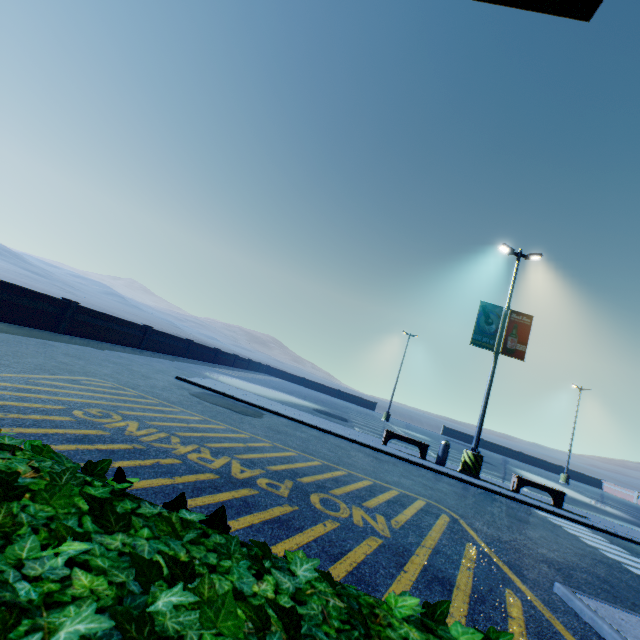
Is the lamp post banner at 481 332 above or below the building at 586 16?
above

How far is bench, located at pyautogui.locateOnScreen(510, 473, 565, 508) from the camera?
12.2m

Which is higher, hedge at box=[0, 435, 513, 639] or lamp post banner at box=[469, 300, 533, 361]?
lamp post banner at box=[469, 300, 533, 361]

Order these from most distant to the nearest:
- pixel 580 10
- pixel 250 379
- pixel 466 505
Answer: pixel 250 379 < pixel 466 505 < pixel 580 10

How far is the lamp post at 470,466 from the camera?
12.4 meters

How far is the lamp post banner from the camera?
13.6 meters

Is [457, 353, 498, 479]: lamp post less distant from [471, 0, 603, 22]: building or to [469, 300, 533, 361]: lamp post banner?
[469, 300, 533, 361]: lamp post banner

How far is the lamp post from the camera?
12.40m
